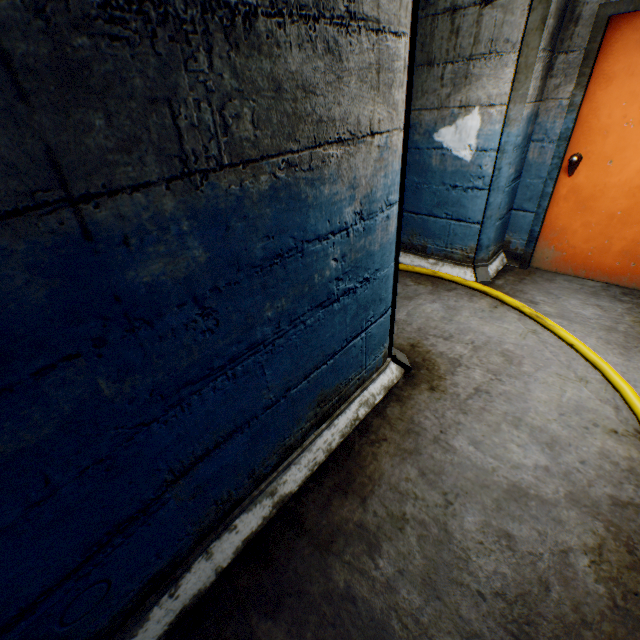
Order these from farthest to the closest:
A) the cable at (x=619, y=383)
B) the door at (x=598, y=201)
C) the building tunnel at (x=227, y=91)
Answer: the door at (x=598, y=201)
the cable at (x=619, y=383)
the building tunnel at (x=227, y=91)

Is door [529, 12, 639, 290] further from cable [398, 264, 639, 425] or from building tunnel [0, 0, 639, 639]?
cable [398, 264, 639, 425]

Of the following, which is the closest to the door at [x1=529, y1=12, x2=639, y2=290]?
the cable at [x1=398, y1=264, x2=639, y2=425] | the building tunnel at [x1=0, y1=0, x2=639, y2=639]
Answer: the building tunnel at [x1=0, y1=0, x2=639, y2=639]

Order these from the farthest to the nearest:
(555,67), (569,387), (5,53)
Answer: (555,67), (569,387), (5,53)

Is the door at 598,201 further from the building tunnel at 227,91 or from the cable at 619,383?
the cable at 619,383

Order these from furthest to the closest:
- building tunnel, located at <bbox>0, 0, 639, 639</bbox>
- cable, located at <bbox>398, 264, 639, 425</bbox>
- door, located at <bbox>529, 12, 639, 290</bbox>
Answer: door, located at <bbox>529, 12, 639, 290</bbox> < cable, located at <bbox>398, 264, 639, 425</bbox> < building tunnel, located at <bbox>0, 0, 639, 639</bbox>
